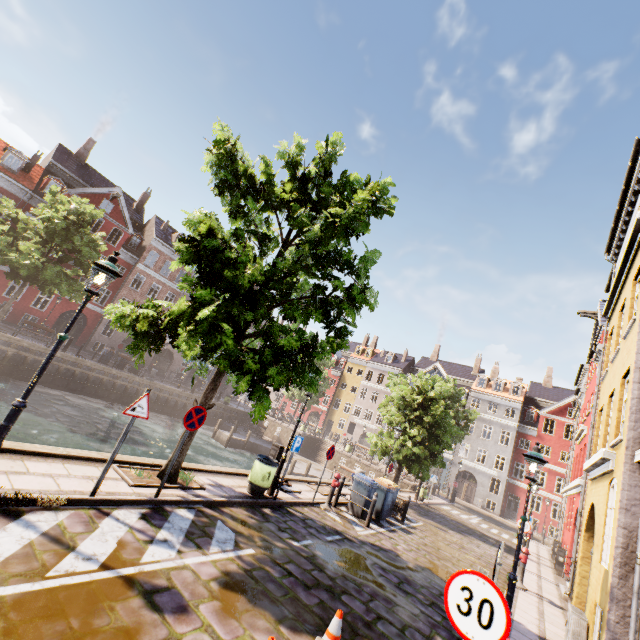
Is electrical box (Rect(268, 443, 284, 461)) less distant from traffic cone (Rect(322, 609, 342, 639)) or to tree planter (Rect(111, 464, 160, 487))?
tree planter (Rect(111, 464, 160, 487))

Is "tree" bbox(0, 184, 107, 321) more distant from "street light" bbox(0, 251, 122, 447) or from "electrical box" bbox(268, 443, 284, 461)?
"electrical box" bbox(268, 443, 284, 461)

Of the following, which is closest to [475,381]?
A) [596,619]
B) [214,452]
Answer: [214,452]

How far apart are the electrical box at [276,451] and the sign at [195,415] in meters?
4.7

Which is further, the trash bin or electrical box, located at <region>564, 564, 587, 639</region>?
the trash bin

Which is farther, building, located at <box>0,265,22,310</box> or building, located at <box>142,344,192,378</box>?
building, located at <box>142,344,192,378</box>

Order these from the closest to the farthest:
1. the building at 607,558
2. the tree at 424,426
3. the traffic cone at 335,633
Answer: the traffic cone at 335,633 < the building at 607,558 < the tree at 424,426

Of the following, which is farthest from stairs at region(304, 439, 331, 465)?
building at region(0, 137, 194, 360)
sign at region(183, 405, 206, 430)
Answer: sign at region(183, 405, 206, 430)
